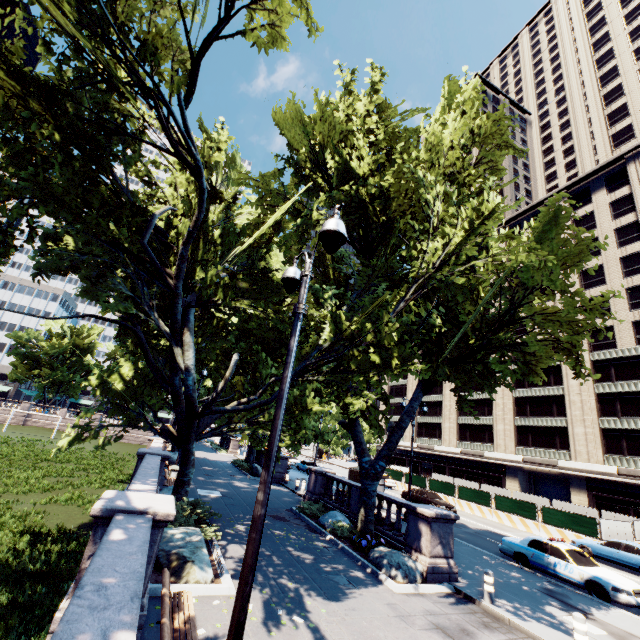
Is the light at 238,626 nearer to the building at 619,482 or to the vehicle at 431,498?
the vehicle at 431,498

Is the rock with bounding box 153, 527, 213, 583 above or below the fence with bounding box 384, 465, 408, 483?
below

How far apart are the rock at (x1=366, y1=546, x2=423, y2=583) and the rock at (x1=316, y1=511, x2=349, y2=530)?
3.0 meters

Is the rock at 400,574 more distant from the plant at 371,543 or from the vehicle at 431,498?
the vehicle at 431,498

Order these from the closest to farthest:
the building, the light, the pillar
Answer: the light
the pillar
the building

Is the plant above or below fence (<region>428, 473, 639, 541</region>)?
below

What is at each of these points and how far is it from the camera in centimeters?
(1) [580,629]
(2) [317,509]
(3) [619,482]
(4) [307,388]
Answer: (1) pillar, 788cm
(2) bush, 1802cm
(3) building, 3244cm
(4) tree, 1759cm

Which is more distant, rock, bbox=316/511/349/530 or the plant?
rock, bbox=316/511/349/530
